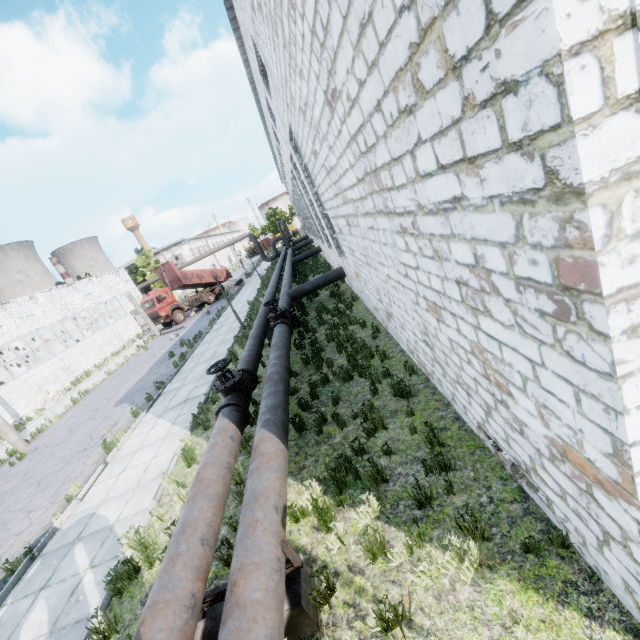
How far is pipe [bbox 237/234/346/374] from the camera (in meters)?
9.68

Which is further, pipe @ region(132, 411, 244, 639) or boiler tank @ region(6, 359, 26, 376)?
boiler tank @ region(6, 359, 26, 376)

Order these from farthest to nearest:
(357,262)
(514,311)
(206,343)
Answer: (206,343) → (357,262) → (514,311)

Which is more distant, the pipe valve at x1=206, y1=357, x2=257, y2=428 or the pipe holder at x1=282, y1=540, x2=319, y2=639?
the pipe valve at x1=206, y1=357, x2=257, y2=428

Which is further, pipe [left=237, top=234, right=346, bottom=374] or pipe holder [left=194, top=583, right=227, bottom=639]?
pipe [left=237, top=234, right=346, bottom=374]

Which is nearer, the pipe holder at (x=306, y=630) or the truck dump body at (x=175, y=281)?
the pipe holder at (x=306, y=630)

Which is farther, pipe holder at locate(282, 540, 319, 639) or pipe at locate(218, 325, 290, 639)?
pipe holder at locate(282, 540, 319, 639)

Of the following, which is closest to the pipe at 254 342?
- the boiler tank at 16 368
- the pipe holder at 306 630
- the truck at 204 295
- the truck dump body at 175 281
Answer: the truck dump body at 175 281
